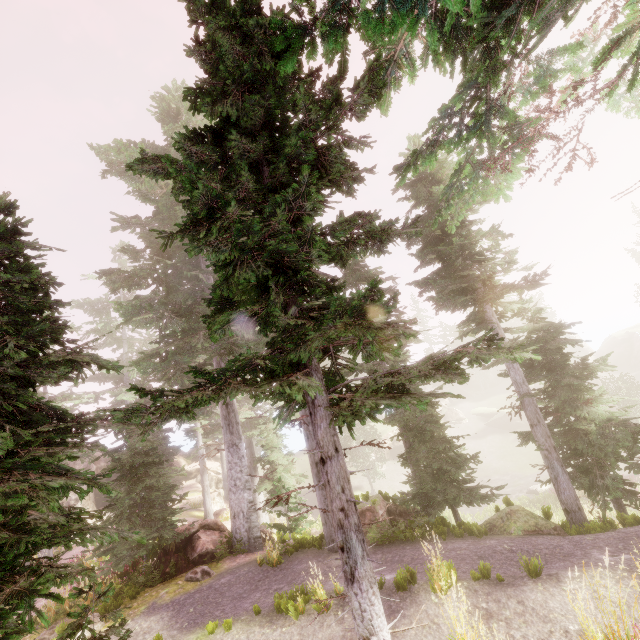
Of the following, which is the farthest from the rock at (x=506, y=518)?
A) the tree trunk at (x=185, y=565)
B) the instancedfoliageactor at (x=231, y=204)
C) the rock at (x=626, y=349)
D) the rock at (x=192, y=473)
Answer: the rock at (x=192, y=473)

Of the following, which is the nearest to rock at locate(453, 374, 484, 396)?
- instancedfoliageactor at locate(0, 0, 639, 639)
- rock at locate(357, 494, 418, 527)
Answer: instancedfoliageactor at locate(0, 0, 639, 639)

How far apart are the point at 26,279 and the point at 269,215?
4.0m

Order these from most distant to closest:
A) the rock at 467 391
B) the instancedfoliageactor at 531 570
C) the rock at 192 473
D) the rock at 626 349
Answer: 1. the rock at 467 391
2. the rock at 626 349
3. the rock at 192 473
4. the instancedfoliageactor at 531 570

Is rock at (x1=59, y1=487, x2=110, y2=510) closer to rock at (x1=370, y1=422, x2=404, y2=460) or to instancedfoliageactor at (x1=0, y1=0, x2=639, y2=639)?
instancedfoliageactor at (x1=0, y1=0, x2=639, y2=639)

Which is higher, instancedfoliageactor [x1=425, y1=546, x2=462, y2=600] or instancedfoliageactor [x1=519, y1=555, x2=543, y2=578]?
instancedfoliageactor [x1=425, y1=546, x2=462, y2=600]

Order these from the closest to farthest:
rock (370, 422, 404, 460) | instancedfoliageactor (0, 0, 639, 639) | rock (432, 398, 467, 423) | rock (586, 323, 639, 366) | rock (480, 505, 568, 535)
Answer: instancedfoliageactor (0, 0, 639, 639), rock (480, 505, 568, 535), rock (370, 422, 404, 460), rock (432, 398, 467, 423), rock (586, 323, 639, 366)

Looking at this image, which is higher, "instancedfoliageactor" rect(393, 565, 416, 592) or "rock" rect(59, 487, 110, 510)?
"rock" rect(59, 487, 110, 510)
